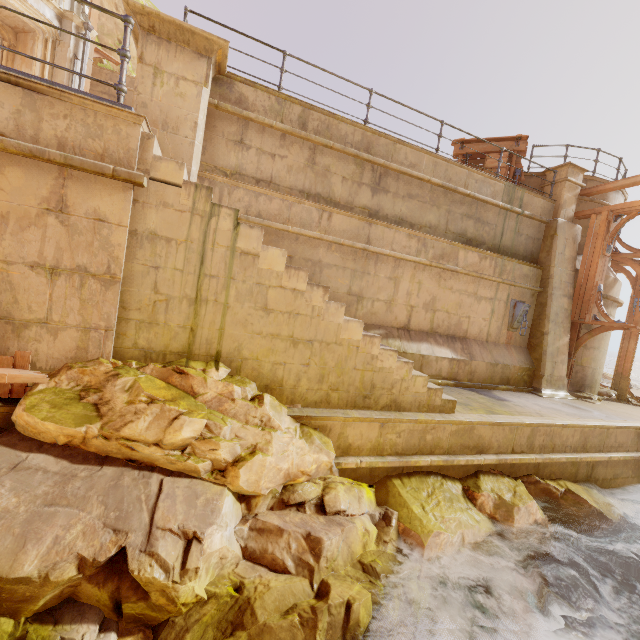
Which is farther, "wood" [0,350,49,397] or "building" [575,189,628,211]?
"building" [575,189,628,211]

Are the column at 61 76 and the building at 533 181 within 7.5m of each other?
no

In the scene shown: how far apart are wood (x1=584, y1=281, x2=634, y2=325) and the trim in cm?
2

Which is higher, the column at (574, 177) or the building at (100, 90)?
the building at (100, 90)

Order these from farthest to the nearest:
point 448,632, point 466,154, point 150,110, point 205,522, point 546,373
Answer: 1. point 466,154
2. point 546,373
3. point 150,110
4. point 448,632
5. point 205,522

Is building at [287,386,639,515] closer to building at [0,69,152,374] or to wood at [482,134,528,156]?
wood at [482,134,528,156]

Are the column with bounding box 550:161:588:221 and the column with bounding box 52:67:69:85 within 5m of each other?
no

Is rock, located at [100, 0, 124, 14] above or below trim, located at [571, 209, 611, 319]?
above
